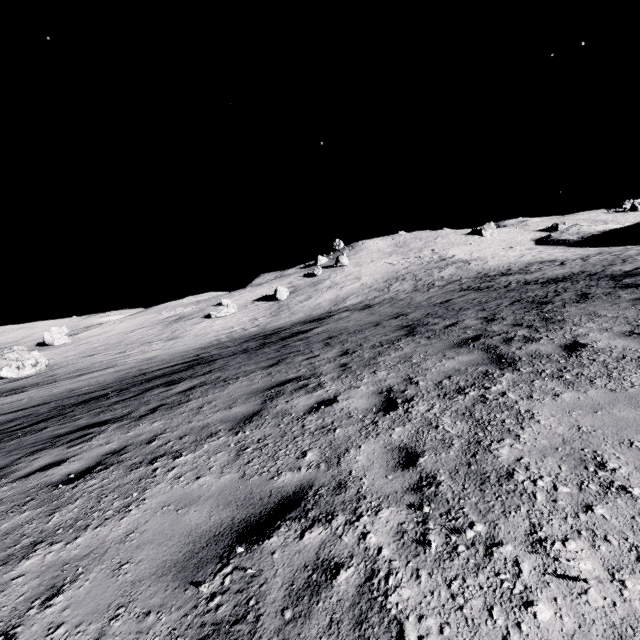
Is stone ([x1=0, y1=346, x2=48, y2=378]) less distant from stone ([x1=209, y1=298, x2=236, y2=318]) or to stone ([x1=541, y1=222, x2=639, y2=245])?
stone ([x1=209, y1=298, x2=236, y2=318])

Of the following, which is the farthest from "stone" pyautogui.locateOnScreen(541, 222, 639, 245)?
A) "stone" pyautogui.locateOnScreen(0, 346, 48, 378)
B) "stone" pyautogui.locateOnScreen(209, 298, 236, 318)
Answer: "stone" pyautogui.locateOnScreen(0, 346, 48, 378)

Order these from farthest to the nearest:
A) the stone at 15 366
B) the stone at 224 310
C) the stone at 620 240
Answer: the stone at 620 240 < the stone at 224 310 < the stone at 15 366

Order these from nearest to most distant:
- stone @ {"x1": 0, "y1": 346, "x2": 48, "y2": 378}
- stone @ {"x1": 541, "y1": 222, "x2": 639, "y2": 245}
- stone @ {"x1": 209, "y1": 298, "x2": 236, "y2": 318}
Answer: stone @ {"x1": 0, "y1": 346, "x2": 48, "y2": 378}
stone @ {"x1": 209, "y1": 298, "x2": 236, "y2": 318}
stone @ {"x1": 541, "y1": 222, "x2": 639, "y2": 245}

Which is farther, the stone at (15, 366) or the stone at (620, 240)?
the stone at (620, 240)

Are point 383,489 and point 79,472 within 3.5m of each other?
no

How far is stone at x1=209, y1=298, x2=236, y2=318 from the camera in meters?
44.6 m

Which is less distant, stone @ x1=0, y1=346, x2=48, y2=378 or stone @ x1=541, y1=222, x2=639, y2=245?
stone @ x1=0, y1=346, x2=48, y2=378
